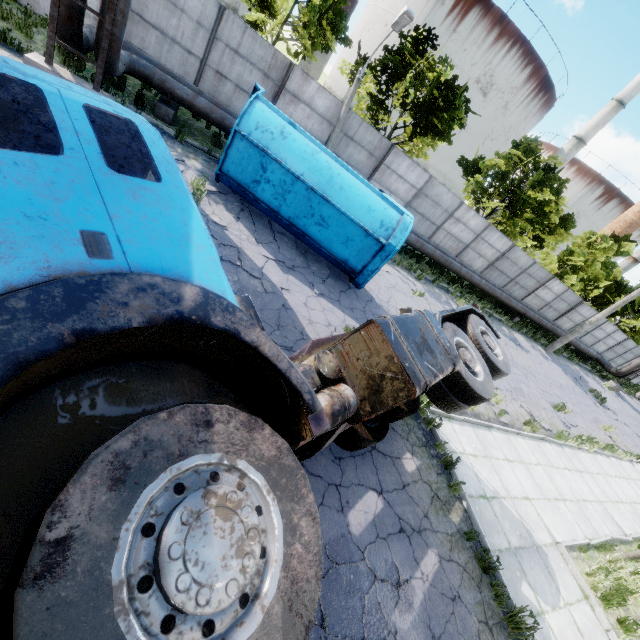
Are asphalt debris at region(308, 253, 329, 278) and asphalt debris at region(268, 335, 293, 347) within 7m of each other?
yes

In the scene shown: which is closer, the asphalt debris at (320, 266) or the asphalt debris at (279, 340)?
the asphalt debris at (279, 340)

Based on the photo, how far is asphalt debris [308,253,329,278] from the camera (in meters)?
10.04

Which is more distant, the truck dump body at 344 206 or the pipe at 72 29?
the truck dump body at 344 206

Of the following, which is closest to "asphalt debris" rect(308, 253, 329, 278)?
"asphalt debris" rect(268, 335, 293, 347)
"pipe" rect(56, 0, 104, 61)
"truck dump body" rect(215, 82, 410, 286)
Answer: "truck dump body" rect(215, 82, 410, 286)

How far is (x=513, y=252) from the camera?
21.9 meters

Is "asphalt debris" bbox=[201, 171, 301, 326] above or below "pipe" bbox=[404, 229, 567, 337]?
below

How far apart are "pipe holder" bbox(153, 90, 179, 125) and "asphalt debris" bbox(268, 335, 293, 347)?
9.2m
